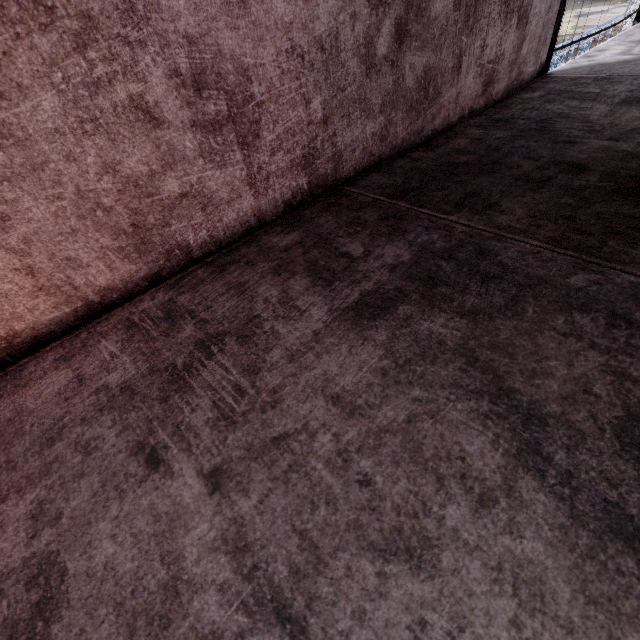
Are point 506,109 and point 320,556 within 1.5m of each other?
no
